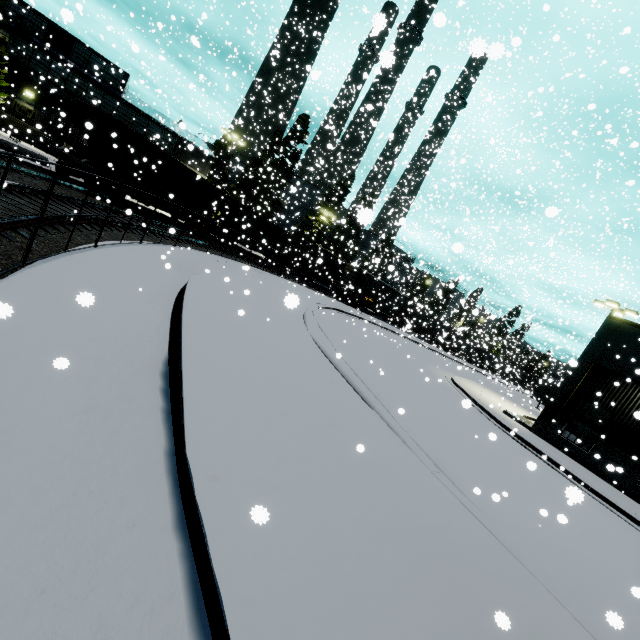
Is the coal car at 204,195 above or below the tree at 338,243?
below

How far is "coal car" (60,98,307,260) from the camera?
17.4 meters

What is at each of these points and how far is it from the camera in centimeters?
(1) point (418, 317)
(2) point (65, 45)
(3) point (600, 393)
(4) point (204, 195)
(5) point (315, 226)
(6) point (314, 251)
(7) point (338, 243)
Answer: (1) coal car, 5106cm
(2) building, 2905cm
(3) building, 845cm
(4) coal car, 2589cm
(5) tree, 4634cm
(6) cargo car, 4147cm
(7) tree, 5084cm

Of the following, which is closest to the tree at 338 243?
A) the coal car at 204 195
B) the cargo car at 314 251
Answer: the cargo car at 314 251

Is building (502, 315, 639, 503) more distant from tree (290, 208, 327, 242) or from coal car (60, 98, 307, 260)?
tree (290, 208, 327, 242)

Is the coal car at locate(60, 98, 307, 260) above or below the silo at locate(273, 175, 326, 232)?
below

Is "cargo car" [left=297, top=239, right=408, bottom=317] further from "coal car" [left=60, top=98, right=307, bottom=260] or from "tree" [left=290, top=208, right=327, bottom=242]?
"tree" [left=290, top=208, right=327, bottom=242]
